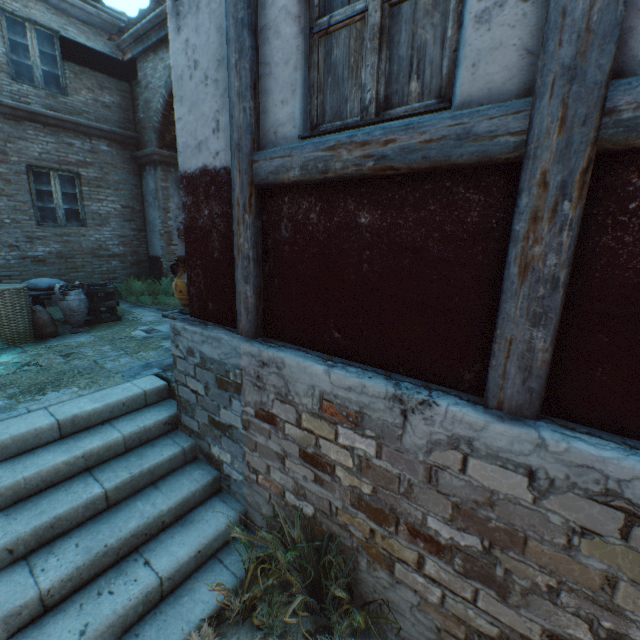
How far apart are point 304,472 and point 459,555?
1.2 meters

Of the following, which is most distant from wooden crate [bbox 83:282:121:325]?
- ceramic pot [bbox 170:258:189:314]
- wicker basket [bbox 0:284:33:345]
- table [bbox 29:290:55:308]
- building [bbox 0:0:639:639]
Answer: ceramic pot [bbox 170:258:189:314]

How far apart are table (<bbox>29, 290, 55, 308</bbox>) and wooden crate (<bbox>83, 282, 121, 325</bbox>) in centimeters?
1cm

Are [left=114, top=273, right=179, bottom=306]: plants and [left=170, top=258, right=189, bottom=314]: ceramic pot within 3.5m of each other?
no

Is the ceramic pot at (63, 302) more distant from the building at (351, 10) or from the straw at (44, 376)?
the building at (351, 10)

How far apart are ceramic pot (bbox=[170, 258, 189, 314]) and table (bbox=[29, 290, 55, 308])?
3.0 meters

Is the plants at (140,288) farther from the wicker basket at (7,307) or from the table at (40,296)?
the wicker basket at (7,307)

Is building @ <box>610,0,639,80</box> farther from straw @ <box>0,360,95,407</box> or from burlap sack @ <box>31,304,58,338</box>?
burlap sack @ <box>31,304,58,338</box>
